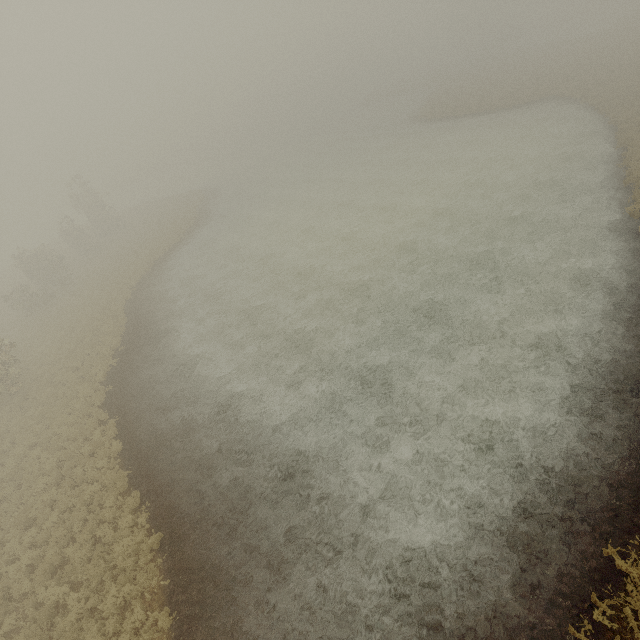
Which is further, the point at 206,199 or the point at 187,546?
the point at 206,199
